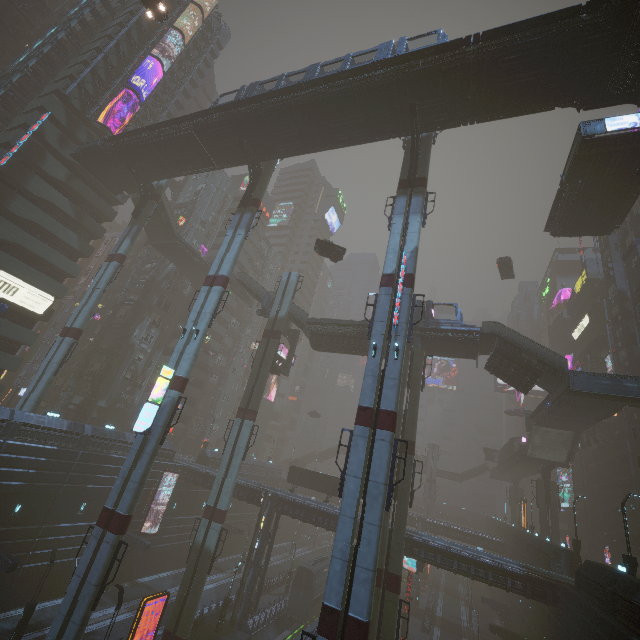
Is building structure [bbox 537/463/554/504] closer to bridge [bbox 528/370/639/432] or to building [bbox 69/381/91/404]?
building [bbox 69/381/91/404]

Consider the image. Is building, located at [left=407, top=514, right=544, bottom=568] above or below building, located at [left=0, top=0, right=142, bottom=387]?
below

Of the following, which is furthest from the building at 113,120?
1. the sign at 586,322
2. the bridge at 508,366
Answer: the bridge at 508,366

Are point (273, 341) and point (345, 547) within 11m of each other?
no

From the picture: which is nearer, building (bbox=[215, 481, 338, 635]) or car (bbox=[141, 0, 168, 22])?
car (bbox=[141, 0, 168, 22])

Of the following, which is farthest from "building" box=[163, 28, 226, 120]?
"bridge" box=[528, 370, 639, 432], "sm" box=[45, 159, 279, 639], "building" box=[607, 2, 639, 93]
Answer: "building" box=[607, 2, 639, 93]

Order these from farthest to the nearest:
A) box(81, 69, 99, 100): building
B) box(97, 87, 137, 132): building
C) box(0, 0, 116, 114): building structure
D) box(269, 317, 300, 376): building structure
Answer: box(97, 87, 137, 132): building < box(81, 69, 99, 100): building < box(269, 317, 300, 376): building structure < box(0, 0, 116, 114): building structure

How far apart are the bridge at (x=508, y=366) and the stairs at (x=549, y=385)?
0.01m
